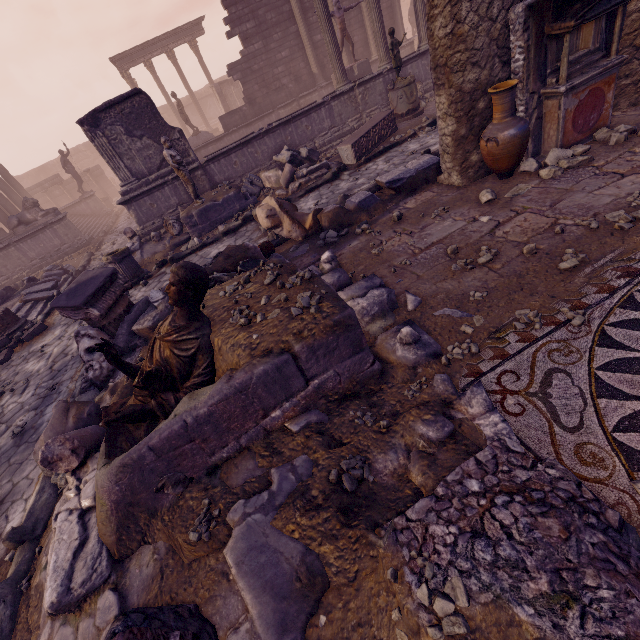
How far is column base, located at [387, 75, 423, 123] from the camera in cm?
1028

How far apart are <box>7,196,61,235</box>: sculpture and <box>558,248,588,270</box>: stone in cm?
1822

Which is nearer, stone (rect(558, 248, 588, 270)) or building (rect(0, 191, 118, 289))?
stone (rect(558, 248, 588, 270))

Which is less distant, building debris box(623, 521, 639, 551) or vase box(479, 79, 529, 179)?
building debris box(623, 521, 639, 551)

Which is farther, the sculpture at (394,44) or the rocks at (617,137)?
the sculpture at (394,44)

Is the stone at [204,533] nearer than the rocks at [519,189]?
Yes

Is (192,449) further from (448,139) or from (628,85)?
(628,85)

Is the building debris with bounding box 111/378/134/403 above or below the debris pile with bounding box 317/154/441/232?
above
